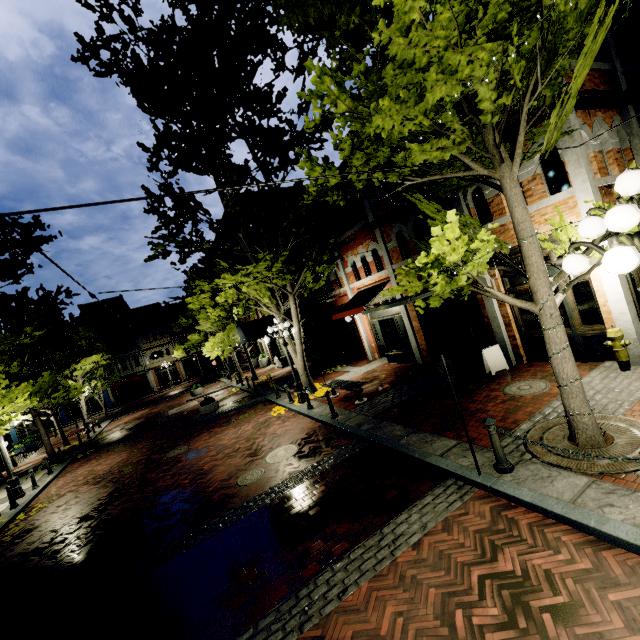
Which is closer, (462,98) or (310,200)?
(462,98)

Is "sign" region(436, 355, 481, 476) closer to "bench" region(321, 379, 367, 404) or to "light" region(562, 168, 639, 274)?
"light" region(562, 168, 639, 274)

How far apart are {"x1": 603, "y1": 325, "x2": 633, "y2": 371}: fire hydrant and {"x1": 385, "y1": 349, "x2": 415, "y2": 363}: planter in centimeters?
716cm

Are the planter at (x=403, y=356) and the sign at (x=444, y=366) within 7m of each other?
no

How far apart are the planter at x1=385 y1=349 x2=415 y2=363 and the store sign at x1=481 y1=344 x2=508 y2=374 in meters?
4.3

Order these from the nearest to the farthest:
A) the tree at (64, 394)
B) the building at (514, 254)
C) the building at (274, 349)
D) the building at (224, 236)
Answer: the building at (514, 254), the tree at (64, 394), the building at (274, 349), the building at (224, 236)

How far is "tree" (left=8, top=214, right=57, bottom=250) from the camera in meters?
10.8 m

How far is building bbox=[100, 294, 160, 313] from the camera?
44.4m
